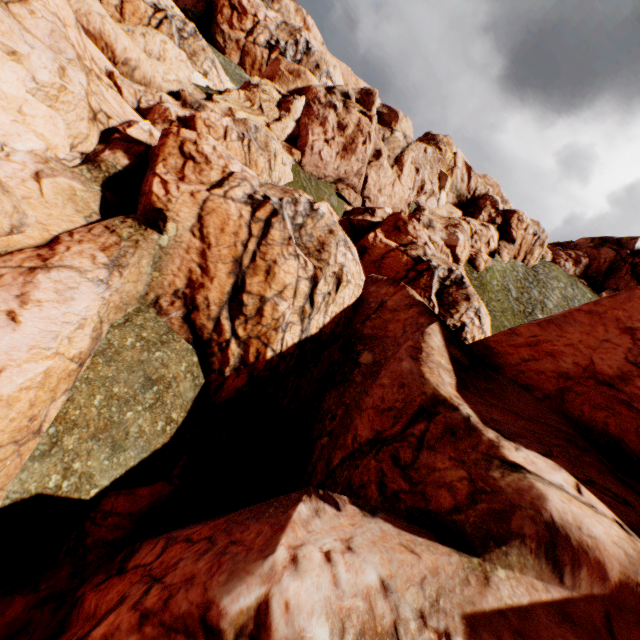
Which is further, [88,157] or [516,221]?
[516,221]
